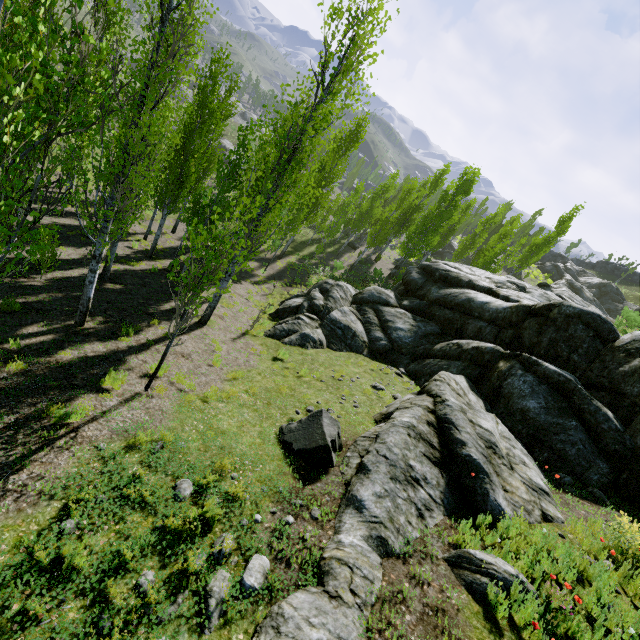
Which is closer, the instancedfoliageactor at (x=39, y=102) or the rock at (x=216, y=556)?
the instancedfoliageactor at (x=39, y=102)

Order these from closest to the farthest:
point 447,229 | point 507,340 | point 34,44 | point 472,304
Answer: point 34,44 → point 507,340 → point 472,304 → point 447,229

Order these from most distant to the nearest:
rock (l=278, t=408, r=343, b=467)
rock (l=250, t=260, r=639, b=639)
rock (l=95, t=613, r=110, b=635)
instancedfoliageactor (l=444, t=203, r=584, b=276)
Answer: instancedfoliageactor (l=444, t=203, r=584, b=276)
rock (l=278, t=408, r=343, b=467)
rock (l=250, t=260, r=639, b=639)
rock (l=95, t=613, r=110, b=635)

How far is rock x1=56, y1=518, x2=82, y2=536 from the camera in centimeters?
404cm

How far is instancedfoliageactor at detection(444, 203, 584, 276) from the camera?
29.7 meters

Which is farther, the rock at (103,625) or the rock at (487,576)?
the rock at (487,576)

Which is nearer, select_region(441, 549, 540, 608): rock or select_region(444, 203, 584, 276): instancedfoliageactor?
select_region(441, 549, 540, 608): rock
